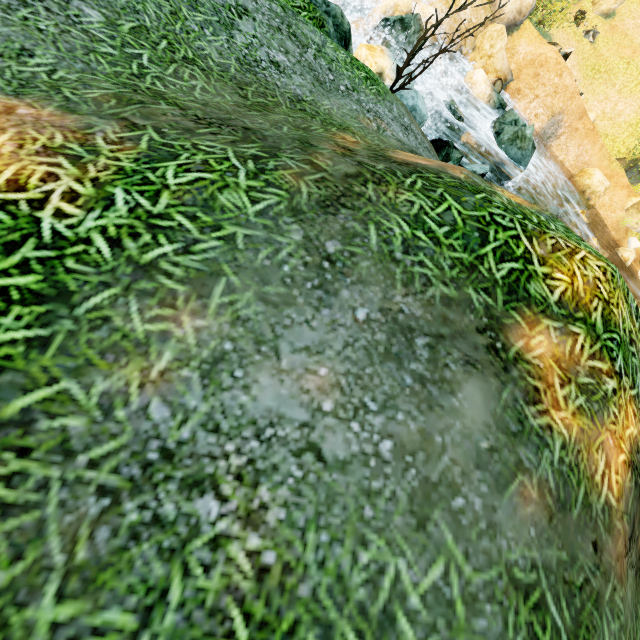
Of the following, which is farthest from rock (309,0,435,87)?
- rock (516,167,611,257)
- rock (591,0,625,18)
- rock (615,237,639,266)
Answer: rock (591,0,625,18)

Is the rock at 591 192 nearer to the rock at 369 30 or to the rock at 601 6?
the rock at 369 30

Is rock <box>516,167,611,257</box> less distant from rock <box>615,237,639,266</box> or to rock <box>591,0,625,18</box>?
rock <box>615,237,639,266</box>

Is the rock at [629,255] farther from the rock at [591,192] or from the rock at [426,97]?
the rock at [426,97]

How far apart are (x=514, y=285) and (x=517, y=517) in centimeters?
137cm

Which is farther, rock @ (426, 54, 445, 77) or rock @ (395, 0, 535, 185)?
rock @ (426, 54, 445, 77)

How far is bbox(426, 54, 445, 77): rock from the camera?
14.6 meters

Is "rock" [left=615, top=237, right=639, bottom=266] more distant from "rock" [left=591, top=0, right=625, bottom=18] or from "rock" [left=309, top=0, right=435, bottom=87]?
"rock" [left=591, top=0, right=625, bottom=18]
